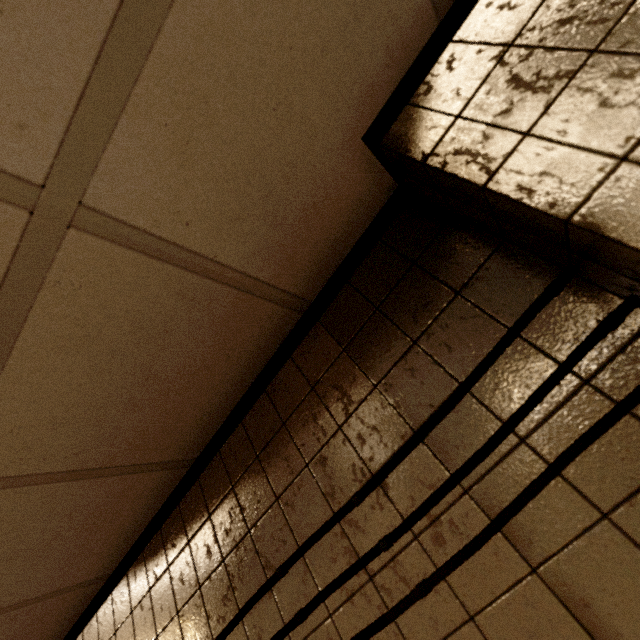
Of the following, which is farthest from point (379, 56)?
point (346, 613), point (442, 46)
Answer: point (346, 613)

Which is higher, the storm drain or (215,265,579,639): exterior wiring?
the storm drain

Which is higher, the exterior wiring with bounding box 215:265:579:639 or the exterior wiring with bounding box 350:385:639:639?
the exterior wiring with bounding box 215:265:579:639

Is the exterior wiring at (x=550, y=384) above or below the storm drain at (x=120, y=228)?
below
